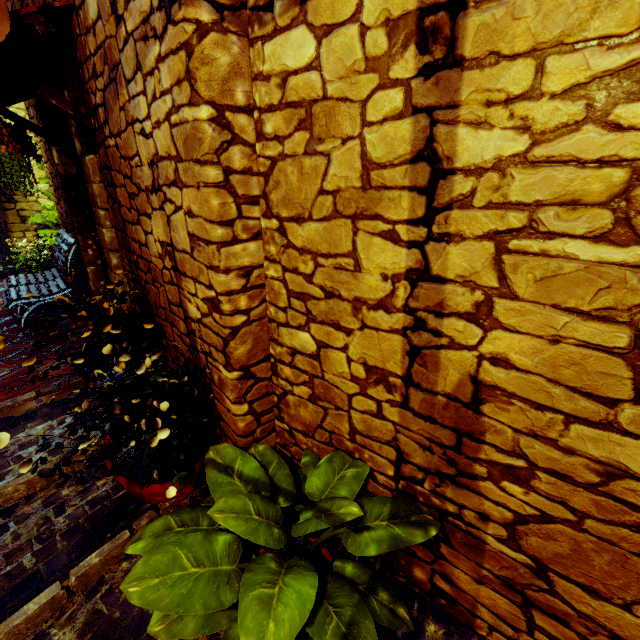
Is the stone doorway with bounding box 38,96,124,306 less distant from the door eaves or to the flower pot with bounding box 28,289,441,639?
the door eaves

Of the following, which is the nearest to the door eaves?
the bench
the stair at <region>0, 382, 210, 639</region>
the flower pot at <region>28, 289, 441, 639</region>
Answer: the bench

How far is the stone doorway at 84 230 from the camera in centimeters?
262cm

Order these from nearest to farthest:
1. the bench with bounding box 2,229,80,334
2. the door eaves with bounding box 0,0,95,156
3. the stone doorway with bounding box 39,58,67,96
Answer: the door eaves with bounding box 0,0,95,156, the stone doorway with bounding box 39,58,67,96, the bench with bounding box 2,229,80,334

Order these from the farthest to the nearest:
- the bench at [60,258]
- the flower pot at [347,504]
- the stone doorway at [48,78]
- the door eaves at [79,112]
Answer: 1. the bench at [60,258]
2. the stone doorway at [48,78]
3. the door eaves at [79,112]
4. the flower pot at [347,504]

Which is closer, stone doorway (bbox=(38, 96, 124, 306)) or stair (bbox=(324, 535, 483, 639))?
stair (bbox=(324, 535, 483, 639))

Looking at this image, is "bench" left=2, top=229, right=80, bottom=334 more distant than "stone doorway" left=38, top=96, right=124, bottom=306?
Yes

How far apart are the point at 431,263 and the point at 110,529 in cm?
220
